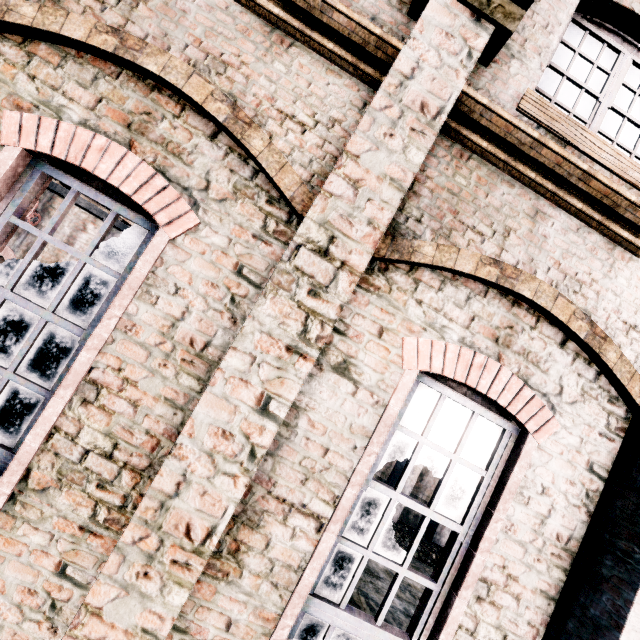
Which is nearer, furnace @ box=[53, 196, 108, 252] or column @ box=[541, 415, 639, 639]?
column @ box=[541, 415, 639, 639]

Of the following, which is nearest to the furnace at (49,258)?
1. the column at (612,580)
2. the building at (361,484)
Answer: the building at (361,484)

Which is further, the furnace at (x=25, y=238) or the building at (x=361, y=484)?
the furnace at (x=25, y=238)

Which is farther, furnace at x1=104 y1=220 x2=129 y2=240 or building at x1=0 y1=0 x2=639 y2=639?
furnace at x1=104 y1=220 x2=129 y2=240

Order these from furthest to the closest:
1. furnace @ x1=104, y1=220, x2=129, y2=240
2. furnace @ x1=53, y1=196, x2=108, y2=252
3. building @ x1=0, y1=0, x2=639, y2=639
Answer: furnace @ x1=104, y1=220, x2=129, y2=240 → furnace @ x1=53, y1=196, x2=108, y2=252 → building @ x1=0, y1=0, x2=639, y2=639

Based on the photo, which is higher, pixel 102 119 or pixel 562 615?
pixel 102 119

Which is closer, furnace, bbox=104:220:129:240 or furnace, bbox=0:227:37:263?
furnace, bbox=0:227:37:263
